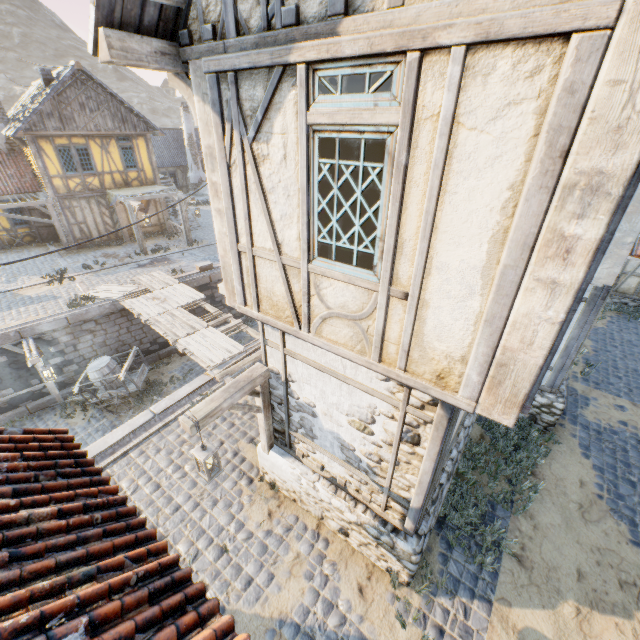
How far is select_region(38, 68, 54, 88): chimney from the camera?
16.4m

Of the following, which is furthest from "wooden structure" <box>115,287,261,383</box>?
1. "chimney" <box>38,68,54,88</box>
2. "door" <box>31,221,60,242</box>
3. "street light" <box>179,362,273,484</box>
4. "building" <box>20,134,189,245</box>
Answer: "chimney" <box>38,68,54,88</box>

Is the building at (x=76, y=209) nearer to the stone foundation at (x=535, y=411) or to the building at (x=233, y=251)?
the building at (x=233, y=251)

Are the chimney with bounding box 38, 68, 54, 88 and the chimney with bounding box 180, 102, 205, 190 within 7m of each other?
no

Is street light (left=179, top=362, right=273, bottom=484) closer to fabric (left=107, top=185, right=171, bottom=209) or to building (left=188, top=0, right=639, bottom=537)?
building (left=188, top=0, right=639, bottom=537)

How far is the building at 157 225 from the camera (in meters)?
21.02

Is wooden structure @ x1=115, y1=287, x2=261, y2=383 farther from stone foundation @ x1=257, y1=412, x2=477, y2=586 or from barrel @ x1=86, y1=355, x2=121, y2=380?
barrel @ x1=86, y1=355, x2=121, y2=380

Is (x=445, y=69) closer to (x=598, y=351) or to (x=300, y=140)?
(x=300, y=140)
